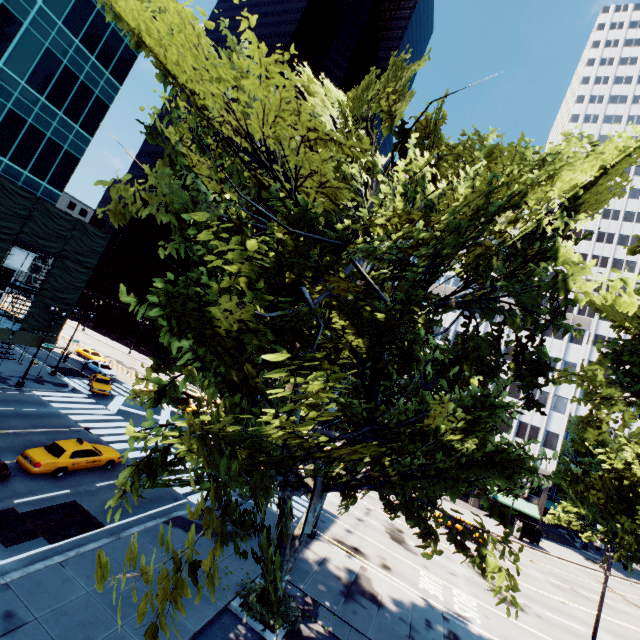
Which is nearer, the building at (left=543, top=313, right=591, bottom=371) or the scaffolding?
the scaffolding

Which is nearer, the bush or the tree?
the tree

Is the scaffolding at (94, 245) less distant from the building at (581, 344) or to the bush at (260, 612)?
the bush at (260, 612)

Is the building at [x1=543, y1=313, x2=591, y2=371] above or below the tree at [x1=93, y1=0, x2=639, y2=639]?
above

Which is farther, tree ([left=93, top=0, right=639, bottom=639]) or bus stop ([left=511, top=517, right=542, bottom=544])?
bus stop ([left=511, top=517, right=542, bottom=544])

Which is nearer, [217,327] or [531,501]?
[217,327]

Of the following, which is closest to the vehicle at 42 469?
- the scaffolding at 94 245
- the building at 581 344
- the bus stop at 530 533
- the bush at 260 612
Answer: the bush at 260 612

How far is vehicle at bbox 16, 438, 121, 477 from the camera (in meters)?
Result: 16.73
